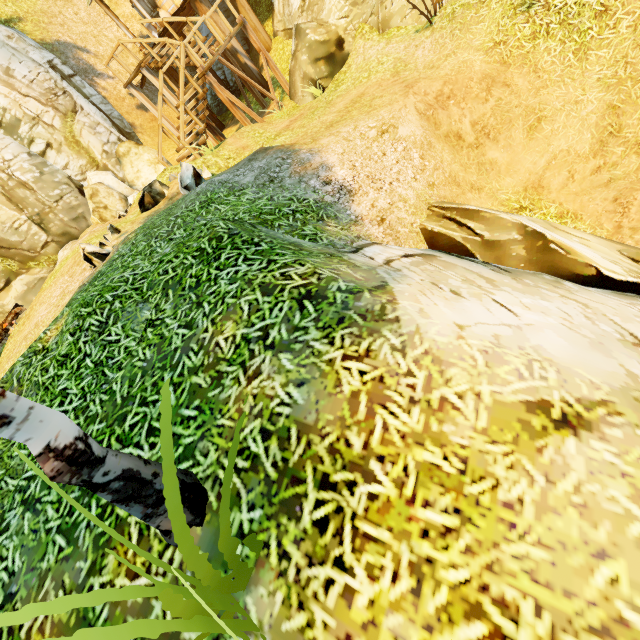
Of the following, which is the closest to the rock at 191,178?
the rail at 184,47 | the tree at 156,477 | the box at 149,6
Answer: the rail at 184,47

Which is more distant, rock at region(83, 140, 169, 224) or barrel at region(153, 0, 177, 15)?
barrel at region(153, 0, 177, 15)

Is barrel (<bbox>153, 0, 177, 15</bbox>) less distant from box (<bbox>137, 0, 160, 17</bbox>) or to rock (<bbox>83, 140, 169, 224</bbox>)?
box (<bbox>137, 0, 160, 17</bbox>)

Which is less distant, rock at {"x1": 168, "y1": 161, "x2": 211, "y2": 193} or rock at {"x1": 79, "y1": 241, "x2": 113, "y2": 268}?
rock at {"x1": 79, "y1": 241, "x2": 113, "y2": 268}

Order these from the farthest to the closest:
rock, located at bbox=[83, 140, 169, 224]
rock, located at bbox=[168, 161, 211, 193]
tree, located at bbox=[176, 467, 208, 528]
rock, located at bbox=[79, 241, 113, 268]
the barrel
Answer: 1. the barrel
2. rock, located at bbox=[83, 140, 169, 224]
3. rock, located at bbox=[168, 161, 211, 193]
4. rock, located at bbox=[79, 241, 113, 268]
5. tree, located at bbox=[176, 467, 208, 528]

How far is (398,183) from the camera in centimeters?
578cm

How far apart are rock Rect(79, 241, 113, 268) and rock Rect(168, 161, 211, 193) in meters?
2.5 m

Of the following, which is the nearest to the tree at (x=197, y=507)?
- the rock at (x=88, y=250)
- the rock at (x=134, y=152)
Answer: the rock at (x=88, y=250)
